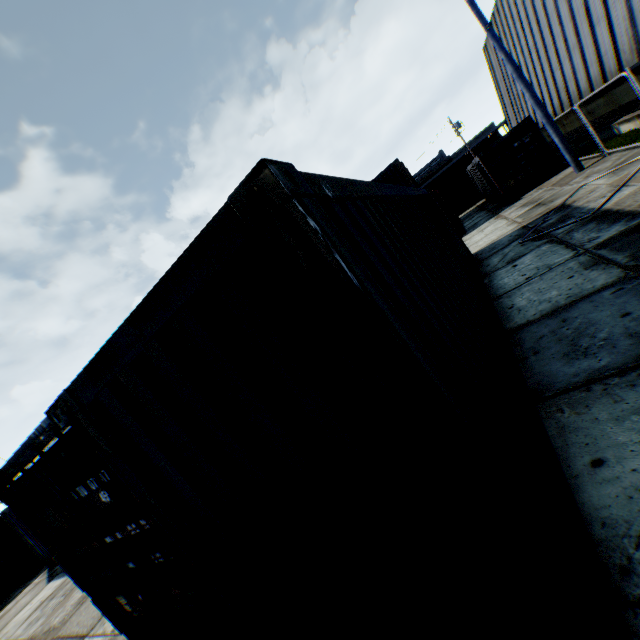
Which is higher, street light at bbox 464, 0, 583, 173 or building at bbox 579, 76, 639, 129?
street light at bbox 464, 0, 583, 173

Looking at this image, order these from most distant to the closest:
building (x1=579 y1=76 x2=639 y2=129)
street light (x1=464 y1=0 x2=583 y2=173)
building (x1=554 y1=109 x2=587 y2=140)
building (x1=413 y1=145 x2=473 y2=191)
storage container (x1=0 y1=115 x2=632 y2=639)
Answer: building (x1=413 y1=145 x2=473 y2=191)
building (x1=554 y1=109 x2=587 y2=140)
building (x1=579 y1=76 x2=639 y2=129)
street light (x1=464 y1=0 x2=583 y2=173)
storage container (x1=0 y1=115 x2=632 y2=639)

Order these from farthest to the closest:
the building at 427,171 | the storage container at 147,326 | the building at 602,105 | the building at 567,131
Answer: the building at 427,171 < the building at 567,131 < the building at 602,105 < the storage container at 147,326

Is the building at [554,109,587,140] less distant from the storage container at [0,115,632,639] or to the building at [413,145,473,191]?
the storage container at [0,115,632,639]

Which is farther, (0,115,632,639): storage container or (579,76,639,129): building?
(579,76,639,129): building

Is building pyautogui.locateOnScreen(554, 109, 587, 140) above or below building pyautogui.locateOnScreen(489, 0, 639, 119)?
below

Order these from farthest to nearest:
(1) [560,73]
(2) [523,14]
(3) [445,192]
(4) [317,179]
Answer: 1. (3) [445,192]
2. (2) [523,14]
3. (1) [560,73]
4. (4) [317,179]

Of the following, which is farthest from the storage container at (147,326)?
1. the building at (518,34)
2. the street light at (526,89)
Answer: the building at (518,34)
